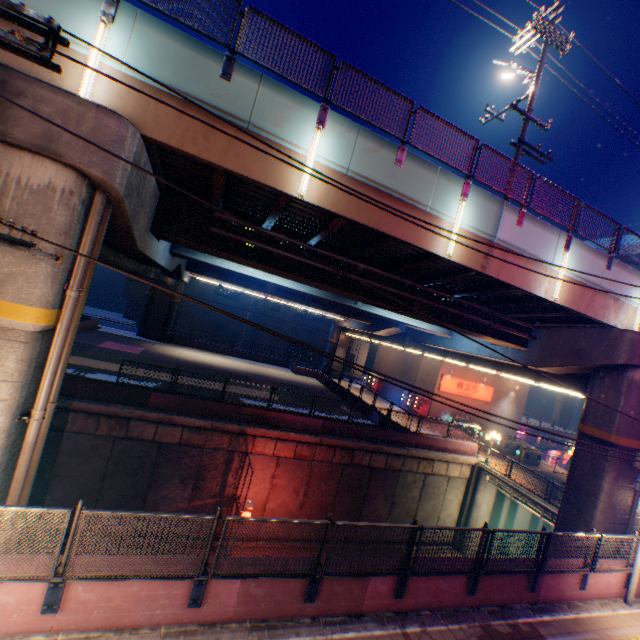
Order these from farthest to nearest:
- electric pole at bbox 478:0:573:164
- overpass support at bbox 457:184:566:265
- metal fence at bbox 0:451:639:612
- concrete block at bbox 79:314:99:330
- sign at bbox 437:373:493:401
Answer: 1. sign at bbox 437:373:493:401
2. concrete block at bbox 79:314:99:330
3. electric pole at bbox 478:0:573:164
4. overpass support at bbox 457:184:566:265
5. metal fence at bbox 0:451:639:612

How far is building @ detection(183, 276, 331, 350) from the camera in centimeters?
4650cm

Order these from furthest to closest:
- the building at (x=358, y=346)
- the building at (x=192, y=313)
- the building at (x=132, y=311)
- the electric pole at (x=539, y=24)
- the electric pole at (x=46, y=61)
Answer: the building at (x=358, y=346) → the building at (x=192, y=313) → the building at (x=132, y=311) → the electric pole at (x=539, y=24) → the electric pole at (x=46, y=61)

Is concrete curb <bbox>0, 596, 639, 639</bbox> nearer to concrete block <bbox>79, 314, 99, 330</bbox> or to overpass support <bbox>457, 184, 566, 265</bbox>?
overpass support <bbox>457, 184, 566, 265</bbox>

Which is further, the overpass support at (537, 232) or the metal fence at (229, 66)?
the overpass support at (537, 232)

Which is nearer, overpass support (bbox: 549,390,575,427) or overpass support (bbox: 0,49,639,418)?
overpass support (bbox: 0,49,639,418)

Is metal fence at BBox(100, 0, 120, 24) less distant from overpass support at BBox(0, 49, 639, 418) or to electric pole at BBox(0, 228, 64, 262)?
overpass support at BBox(0, 49, 639, 418)

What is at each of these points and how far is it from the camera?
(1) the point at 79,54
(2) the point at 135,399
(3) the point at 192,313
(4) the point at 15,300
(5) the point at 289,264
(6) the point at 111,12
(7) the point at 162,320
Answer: (1) overpass support, 6.8m
(2) concrete block, 15.2m
(3) building, 46.1m
(4) overpass support, 6.1m
(5) overpass support, 12.0m
(6) metal fence, 6.8m
(7) overpass support, 34.7m
